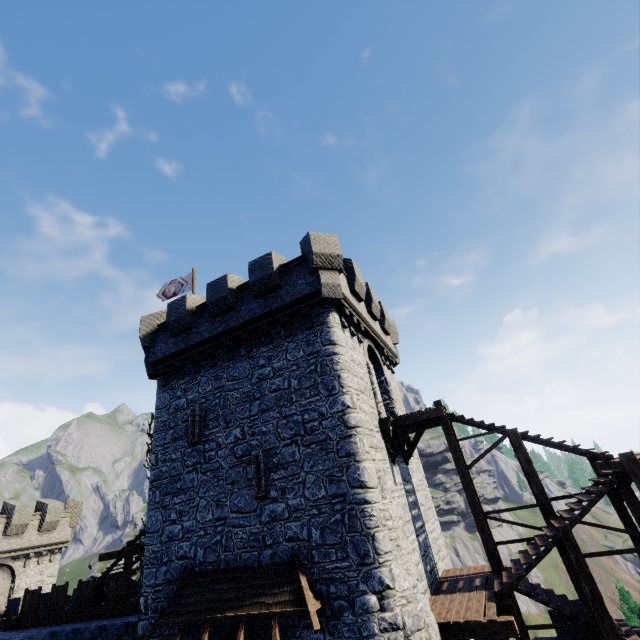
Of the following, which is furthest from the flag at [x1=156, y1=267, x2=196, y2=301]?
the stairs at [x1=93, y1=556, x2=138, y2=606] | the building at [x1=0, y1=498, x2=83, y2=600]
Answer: the building at [x1=0, y1=498, x2=83, y2=600]

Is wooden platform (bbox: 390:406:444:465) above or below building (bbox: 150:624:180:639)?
above

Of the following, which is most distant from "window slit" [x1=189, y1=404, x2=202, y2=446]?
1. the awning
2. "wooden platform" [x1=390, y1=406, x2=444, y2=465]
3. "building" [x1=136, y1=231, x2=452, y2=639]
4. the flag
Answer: "wooden platform" [x1=390, y1=406, x2=444, y2=465]

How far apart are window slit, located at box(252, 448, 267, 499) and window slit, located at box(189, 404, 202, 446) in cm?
256

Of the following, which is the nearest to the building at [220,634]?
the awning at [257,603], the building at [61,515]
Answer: the awning at [257,603]

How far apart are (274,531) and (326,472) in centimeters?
260cm

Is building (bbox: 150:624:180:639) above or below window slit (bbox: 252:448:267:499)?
below

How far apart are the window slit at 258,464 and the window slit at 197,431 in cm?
256
